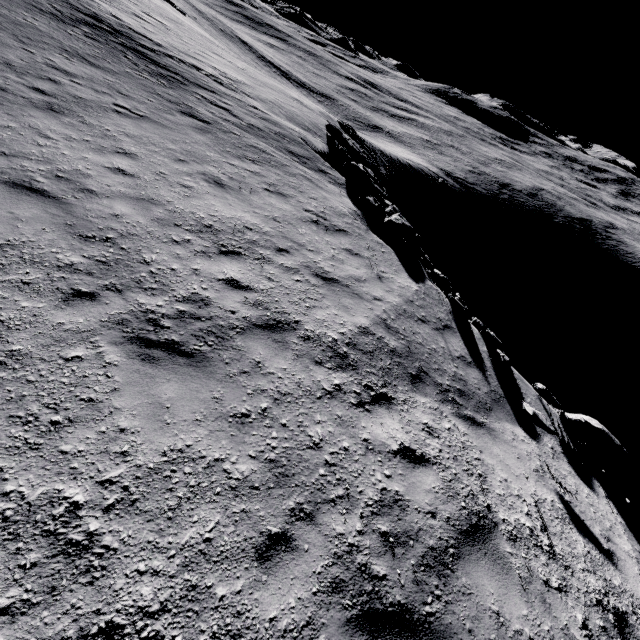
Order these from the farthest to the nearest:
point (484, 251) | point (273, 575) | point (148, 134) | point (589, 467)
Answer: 1. point (484, 251)
2. point (148, 134)
3. point (589, 467)
4. point (273, 575)

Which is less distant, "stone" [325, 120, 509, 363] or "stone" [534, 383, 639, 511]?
"stone" [534, 383, 639, 511]

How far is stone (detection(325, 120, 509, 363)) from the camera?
9.8m

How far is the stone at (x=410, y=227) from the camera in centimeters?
982cm

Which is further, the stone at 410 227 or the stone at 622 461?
the stone at 410 227
